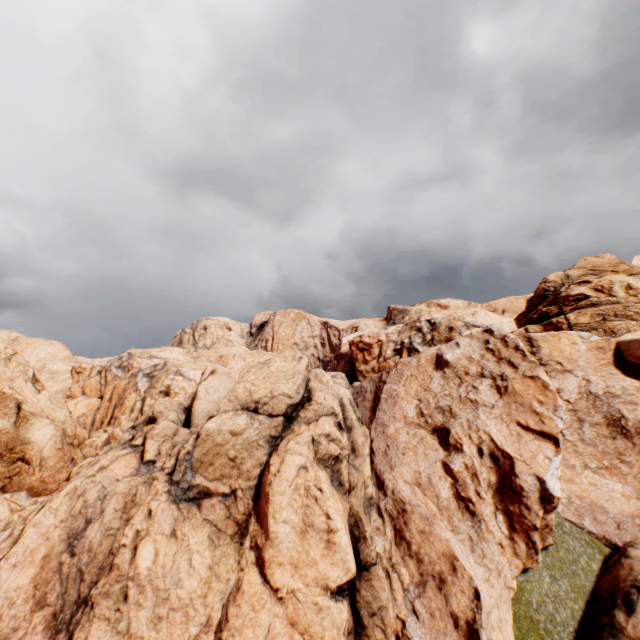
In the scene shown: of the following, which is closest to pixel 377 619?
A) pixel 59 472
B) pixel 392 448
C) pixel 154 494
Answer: pixel 392 448
